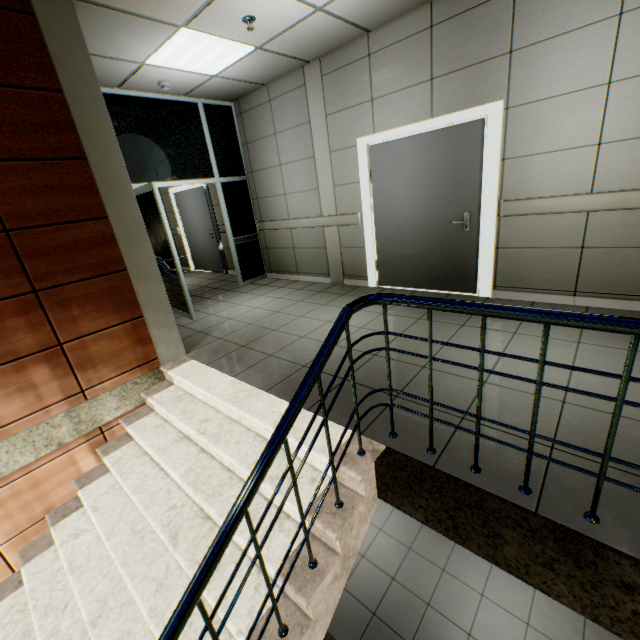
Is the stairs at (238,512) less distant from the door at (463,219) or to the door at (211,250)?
the door at (463,219)

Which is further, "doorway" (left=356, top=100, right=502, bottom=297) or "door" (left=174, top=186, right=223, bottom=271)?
"door" (left=174, top=186, right=223, bottom=271)

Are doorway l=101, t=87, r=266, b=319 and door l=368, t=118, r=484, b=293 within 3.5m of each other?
yes

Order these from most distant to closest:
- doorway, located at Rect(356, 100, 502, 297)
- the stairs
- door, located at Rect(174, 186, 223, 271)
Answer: door, located at Rect(174, 186, 223, 271), doorway, located at Rect(356, 100, 502, 297), the stairs

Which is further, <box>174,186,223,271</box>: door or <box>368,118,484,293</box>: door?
<box>174,186,223,271</box>: door

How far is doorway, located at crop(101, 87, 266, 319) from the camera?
4.65m

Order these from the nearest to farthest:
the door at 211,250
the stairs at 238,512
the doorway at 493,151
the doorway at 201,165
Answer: the stairs at 238,512, the doorway at 493,151, the doorway at 201,165, the door at 211,250

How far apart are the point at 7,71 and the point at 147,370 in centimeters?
269cm
